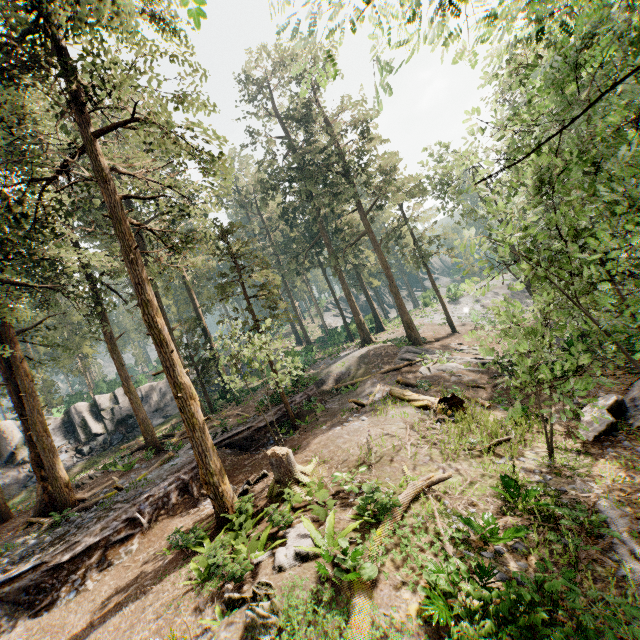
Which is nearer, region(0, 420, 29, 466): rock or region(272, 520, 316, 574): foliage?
region(272, 520, 316, 574): foliage

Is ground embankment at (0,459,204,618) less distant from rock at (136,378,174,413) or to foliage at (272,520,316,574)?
Answer: foliage at (272,520,316,574)

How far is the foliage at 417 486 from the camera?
8.51m

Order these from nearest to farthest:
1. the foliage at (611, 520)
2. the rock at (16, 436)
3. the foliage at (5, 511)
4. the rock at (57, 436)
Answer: the foliage at (611, 520)
the foliage at (5, 511)
the rock at (16, 436)
the rock at (57, 436)

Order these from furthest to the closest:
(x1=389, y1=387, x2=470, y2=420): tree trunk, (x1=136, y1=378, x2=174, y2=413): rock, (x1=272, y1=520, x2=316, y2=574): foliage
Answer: (x1=136, y1=378, x2=174, y2=413): rock < (x1=389, y1=387, x2=470, y2=420): tree trunk < (x1=272, y1=520, x2=316, y2=574): foliage

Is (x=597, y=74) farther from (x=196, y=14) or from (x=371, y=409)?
(x=196, y=14)
